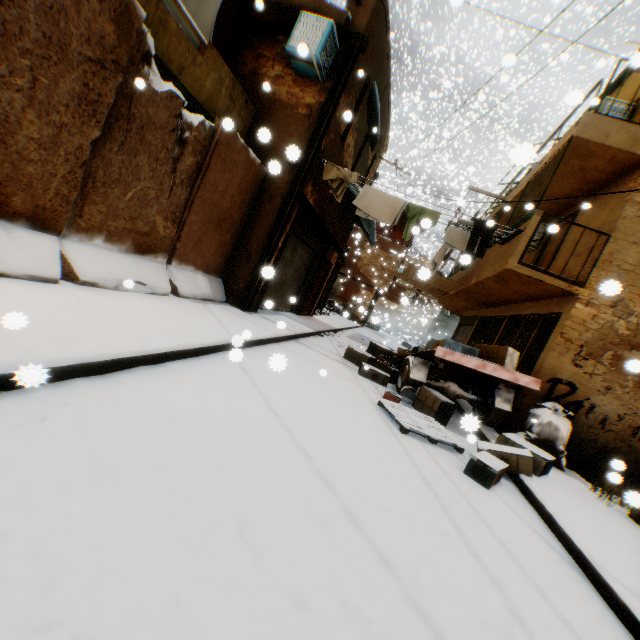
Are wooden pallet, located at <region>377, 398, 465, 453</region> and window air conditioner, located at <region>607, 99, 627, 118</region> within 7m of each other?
no

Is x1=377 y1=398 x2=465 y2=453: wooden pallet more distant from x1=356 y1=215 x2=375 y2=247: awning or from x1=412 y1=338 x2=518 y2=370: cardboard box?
x1=356 y1=215 x2=375 y2=247: awning

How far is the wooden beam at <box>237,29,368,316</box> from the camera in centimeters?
738cm

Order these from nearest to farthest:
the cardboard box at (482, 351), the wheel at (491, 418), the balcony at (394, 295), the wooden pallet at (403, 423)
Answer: the wooden pallet at (403, 423), the cardboard box at (482, 351), the wheel at (491, 418), the balcony at (394, 295)

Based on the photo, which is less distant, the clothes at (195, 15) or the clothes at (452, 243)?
the clothes at (195, 15)

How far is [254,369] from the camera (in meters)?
4.65

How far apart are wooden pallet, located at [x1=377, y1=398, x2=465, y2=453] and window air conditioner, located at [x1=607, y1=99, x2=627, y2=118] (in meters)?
8.22

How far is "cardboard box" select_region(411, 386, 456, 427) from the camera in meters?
6.2
